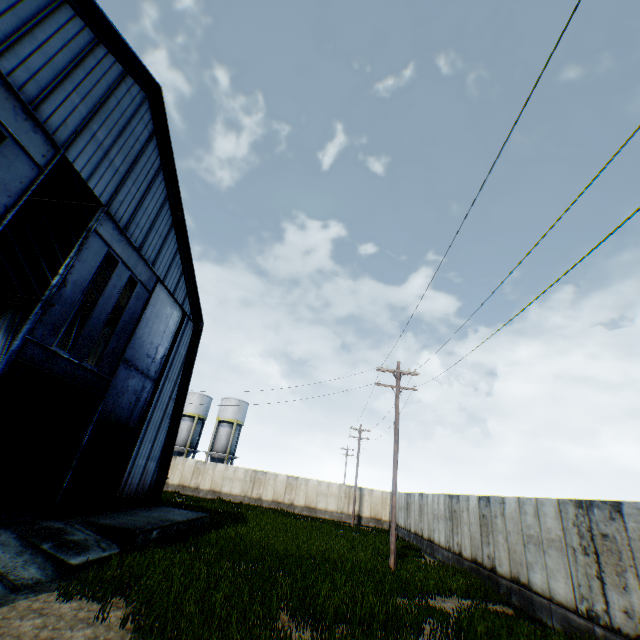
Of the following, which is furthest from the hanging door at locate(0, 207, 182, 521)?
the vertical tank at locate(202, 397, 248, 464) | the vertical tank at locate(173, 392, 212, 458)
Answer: the vertical tank at locate(173, 392, 212, 458)

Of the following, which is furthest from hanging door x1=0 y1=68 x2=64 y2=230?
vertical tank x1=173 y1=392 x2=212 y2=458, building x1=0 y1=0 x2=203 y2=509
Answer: vertical tank x1=173 y1=392 x2=212 y2=458

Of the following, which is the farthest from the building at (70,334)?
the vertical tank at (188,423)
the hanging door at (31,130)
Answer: the vertical tank at (188,423)

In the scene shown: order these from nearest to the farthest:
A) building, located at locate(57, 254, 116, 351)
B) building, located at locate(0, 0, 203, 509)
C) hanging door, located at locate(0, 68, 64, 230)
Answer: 1. hanging door, located at locate(0, 68, 64, 230)
2. building, located at locate(0, 0, 203, 509)
3. building, located at locate(57, 254, 116, 351)

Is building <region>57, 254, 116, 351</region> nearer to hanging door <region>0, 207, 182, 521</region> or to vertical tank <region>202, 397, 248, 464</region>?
hanging door <region>0, 207, 182, 521</region>

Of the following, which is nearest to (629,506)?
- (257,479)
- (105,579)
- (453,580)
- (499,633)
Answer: (499,633)

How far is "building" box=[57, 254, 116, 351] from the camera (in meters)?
20.12
